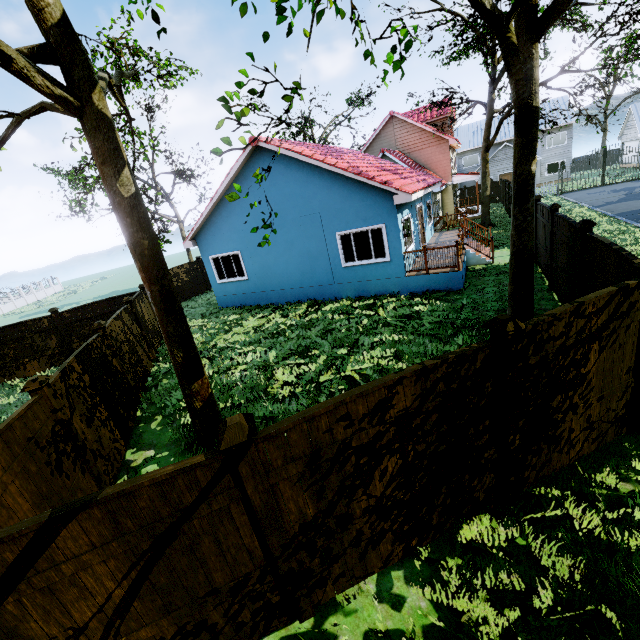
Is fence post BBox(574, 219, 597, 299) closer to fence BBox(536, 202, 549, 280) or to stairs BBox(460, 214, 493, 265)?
fence BBox(536, 202, 549, 280)

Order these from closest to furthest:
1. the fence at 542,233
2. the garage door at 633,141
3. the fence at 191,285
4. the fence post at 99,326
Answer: the fence post at 99,326, the fence at 542,233, the fence at 191,285, the garage door at 633,141

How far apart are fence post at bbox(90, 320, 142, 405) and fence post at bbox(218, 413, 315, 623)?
6.8m

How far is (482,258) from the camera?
14.2 meters

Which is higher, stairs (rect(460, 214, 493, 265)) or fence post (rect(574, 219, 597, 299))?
fence post (rect(574, 219, 597, 299))

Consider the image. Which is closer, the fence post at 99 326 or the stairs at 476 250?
the fence post at 99 326

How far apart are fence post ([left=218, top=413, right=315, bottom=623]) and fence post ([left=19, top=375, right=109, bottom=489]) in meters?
3.9

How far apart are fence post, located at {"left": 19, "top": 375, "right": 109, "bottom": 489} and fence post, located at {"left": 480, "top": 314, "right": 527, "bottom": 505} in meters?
6.2
